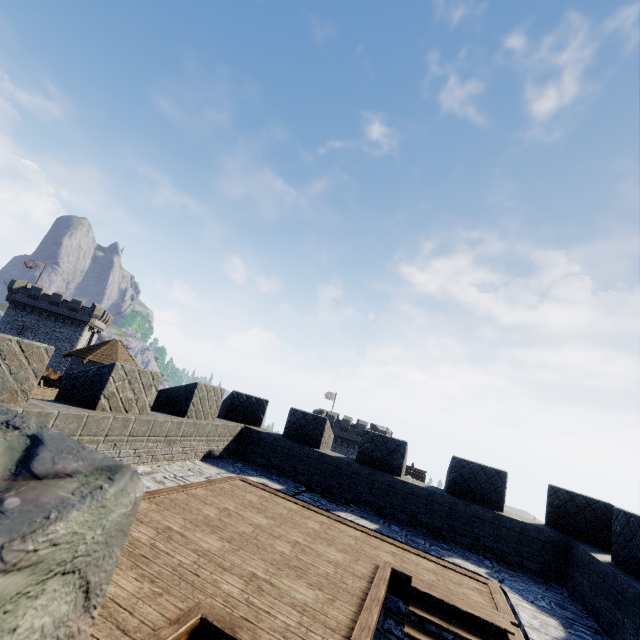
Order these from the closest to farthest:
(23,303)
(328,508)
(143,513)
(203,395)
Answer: (143,513), (328,508), (203,395), (23,303)
